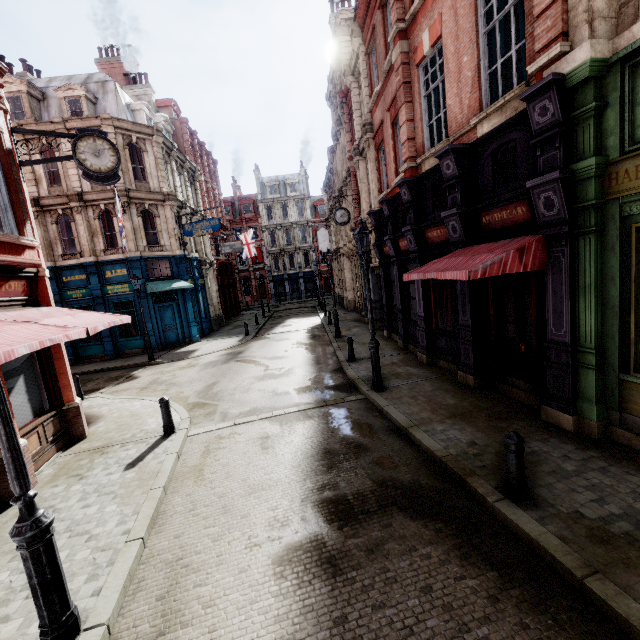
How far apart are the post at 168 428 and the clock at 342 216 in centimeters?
1334cm

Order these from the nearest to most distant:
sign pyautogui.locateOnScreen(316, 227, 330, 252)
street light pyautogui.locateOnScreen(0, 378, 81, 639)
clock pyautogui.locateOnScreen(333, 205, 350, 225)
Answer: street light pyautogui.locateOnScreen(0, 378, 81, 639) → clock pyautogui.locateOnScreen(333, 205, 350, 225) → sign pyautogui.locateOnScreen(316, 227, 330, 252)

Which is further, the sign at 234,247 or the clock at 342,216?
the sign at 234,247

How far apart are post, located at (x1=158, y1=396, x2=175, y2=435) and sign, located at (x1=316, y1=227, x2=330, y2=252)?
26.8m

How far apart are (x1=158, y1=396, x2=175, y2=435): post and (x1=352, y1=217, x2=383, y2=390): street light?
5.5m

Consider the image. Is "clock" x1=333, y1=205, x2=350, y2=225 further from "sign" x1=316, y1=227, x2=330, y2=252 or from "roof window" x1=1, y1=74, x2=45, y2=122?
"roof window" x1=1, y1=74, x2=45, y2=122

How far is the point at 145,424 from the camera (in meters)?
9.05

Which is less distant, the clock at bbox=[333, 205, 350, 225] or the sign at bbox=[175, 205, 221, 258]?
the clock at bbox=[333, 205, 350, 225]
